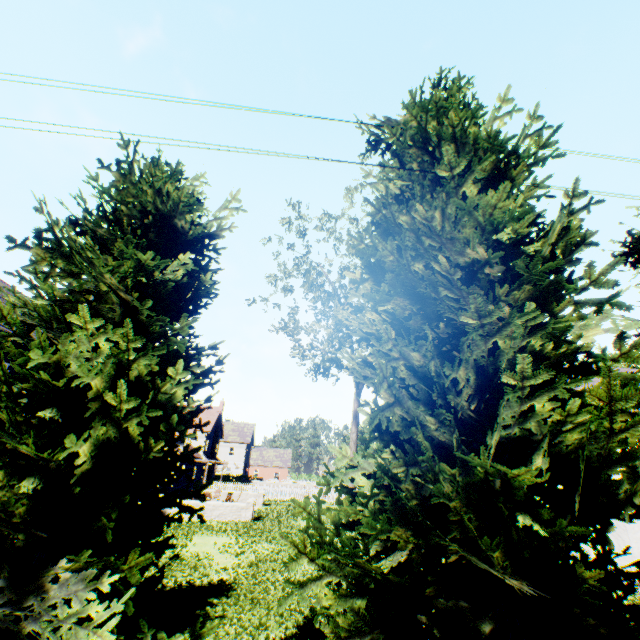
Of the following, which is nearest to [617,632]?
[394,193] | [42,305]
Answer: [394,193]
